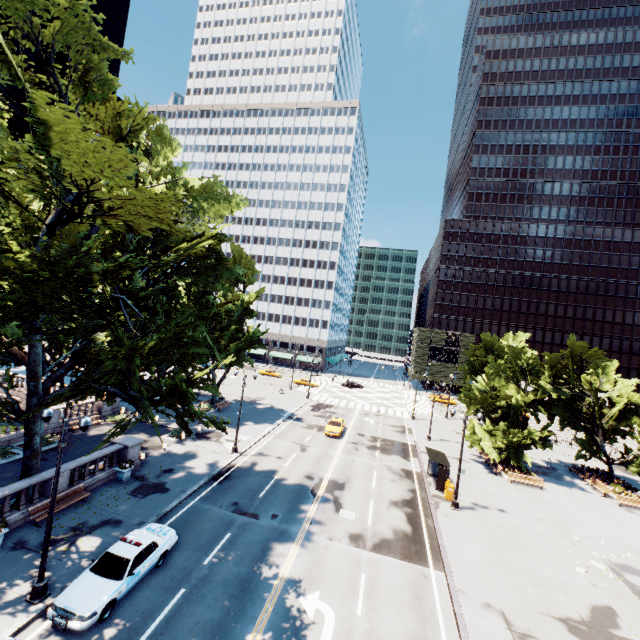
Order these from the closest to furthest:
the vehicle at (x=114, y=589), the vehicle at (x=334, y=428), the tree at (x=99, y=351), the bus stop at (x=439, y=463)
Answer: the tree at (x=99, y=351)
the vehicle at (x=114, y=589)
the bus stop at (x=439, y=463)
the vehicle at (x=334, y=428)

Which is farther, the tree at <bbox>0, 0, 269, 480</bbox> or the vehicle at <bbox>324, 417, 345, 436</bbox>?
the vehicle at <bbox>324, 417, 345, 436</bbox>

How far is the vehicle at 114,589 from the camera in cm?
1151

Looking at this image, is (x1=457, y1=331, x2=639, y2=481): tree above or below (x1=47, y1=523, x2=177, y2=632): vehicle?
above

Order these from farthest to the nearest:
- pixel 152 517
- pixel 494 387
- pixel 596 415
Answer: pixel 494 387 → pixel 596 415 → pixel 152 517

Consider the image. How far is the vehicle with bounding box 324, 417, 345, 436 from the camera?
36.12m

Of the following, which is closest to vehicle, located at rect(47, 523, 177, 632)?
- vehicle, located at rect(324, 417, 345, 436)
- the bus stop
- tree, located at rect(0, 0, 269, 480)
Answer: tree, located at rect(0, 0, 269, 480)
